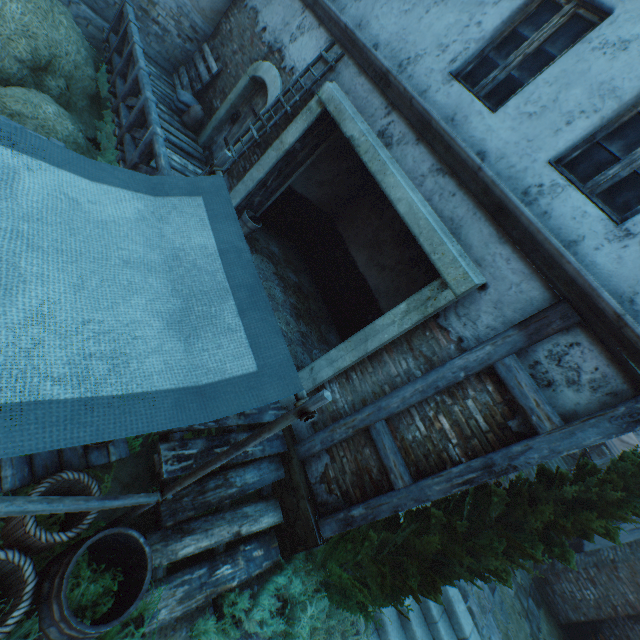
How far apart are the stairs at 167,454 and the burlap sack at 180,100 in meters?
7.6

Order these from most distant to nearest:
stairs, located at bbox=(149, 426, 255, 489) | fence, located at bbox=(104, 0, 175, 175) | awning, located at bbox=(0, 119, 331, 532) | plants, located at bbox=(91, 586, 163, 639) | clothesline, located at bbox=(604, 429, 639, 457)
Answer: clothesline, located at bbox=(604, 429, 639, 457), fence, located at bbox=(104, 0, 175, 175), stairs, located at bbox=(149, 426, 255, 489), plants, located at bbox=(91, 586, 163, 639), awning, located at bbox=(0, 119, 331, 532)

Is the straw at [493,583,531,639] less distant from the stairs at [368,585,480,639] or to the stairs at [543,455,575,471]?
the stairs at [368,585,480,639]

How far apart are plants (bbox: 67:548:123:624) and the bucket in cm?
487

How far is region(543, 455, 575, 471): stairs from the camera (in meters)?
19.18

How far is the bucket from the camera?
6.53m

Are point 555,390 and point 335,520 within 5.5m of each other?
yes

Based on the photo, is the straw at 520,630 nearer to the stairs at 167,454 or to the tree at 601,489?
the tree at 601,489
